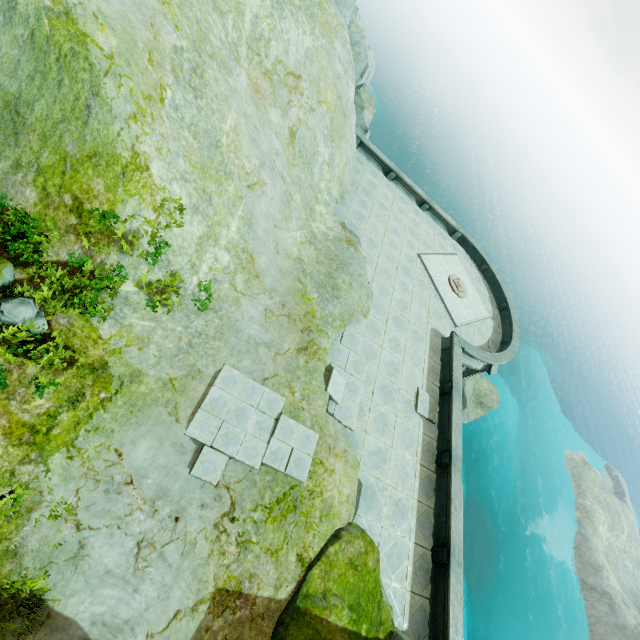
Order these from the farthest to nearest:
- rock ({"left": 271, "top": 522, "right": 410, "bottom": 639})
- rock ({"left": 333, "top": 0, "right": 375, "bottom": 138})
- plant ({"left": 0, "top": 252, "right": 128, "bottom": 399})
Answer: rock ({"left": 333, "top": 0, "right": 375, "bottom": 138})
rock ({"left": 271, "top": 522, "right": 410, "bottom": 639})
plant ({"left": 0, "top": 252, "right": 128, "bottom": 399})

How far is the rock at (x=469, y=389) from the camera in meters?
30.8

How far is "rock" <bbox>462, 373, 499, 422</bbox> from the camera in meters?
30.8

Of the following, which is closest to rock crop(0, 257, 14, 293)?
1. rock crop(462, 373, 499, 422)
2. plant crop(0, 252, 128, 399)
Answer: plant crop(0, 252, 128, 399)

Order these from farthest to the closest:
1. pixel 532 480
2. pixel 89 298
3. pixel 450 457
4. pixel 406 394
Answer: pixel 532 480 < pixel 406 394 < pixel 450 457 < pixel 89 298

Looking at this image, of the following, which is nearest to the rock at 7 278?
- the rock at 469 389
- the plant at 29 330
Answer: the plant at 29 330
